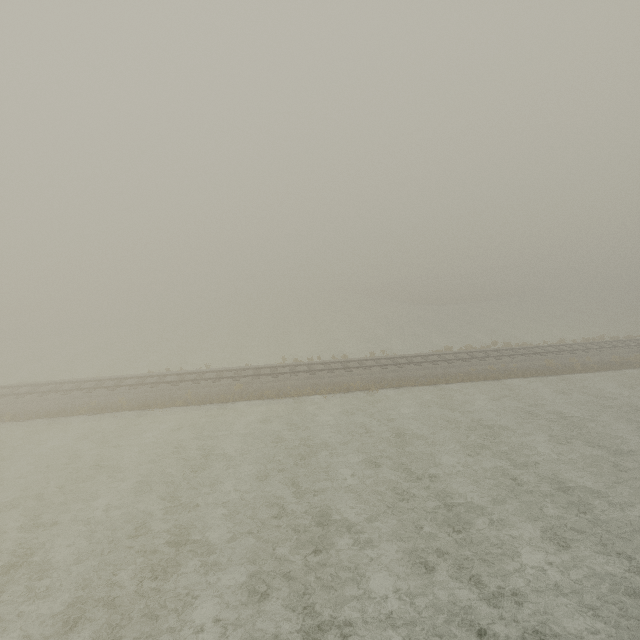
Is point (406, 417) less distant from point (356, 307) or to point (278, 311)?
point (356, 307)
